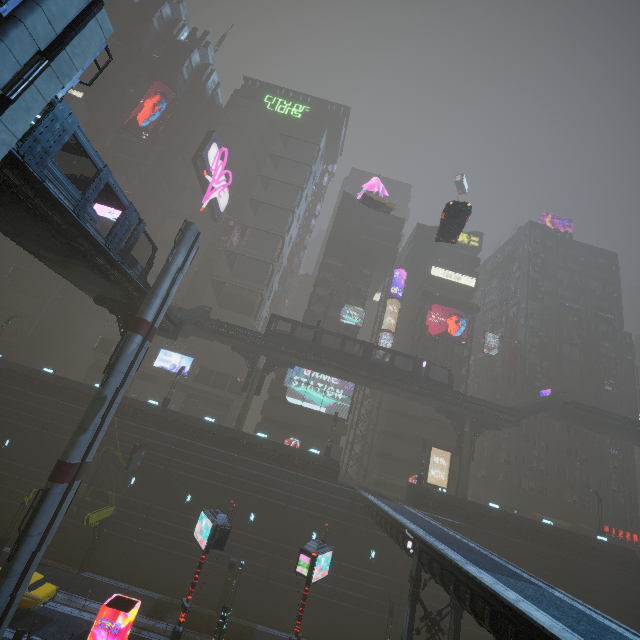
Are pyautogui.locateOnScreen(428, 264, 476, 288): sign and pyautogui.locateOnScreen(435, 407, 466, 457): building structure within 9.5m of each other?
no

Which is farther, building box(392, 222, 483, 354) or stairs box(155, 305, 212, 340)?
building box(392, 222, 483, 354)

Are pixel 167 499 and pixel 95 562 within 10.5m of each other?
yes

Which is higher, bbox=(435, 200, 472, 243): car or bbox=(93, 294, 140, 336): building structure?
bbox=(435, 200, 472, 243): car

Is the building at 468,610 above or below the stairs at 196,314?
below

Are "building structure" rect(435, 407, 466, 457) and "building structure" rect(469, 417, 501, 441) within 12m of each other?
yes

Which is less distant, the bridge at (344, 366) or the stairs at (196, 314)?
the stairs at (196, 314)

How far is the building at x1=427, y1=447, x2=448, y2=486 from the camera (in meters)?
42.22
